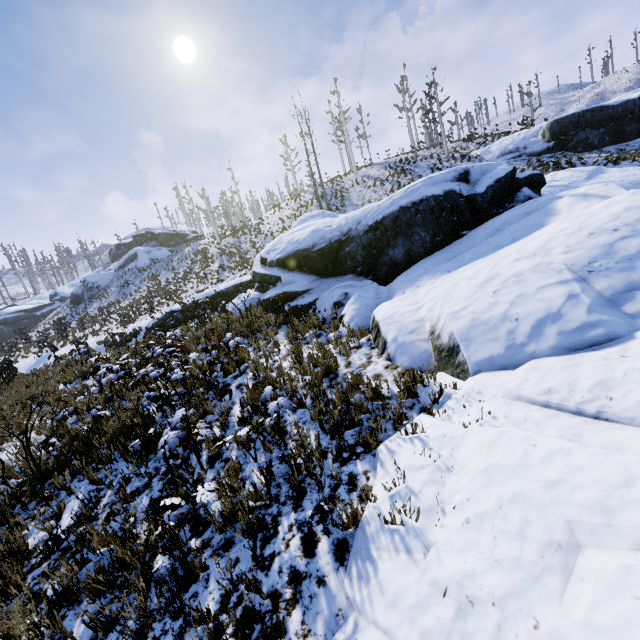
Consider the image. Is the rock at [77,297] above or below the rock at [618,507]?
above

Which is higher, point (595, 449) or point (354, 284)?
point (354, 284)

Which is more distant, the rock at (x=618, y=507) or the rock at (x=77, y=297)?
the rock at (x=77, y=297)

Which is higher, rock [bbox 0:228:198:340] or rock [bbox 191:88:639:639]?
rock [bbox 0:228:198:340]

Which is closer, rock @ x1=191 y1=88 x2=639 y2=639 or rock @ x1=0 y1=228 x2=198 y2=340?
rock @ x1=191 y1=88 x2=639 y2=639
